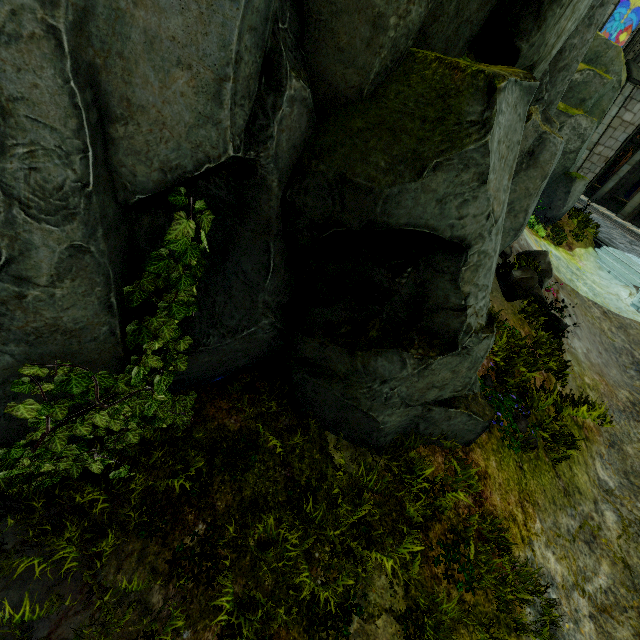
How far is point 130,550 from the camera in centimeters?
343cm

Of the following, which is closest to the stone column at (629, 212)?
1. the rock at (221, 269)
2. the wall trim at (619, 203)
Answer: the wall trim at (619, 203)

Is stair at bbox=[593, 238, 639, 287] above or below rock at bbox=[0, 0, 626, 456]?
below

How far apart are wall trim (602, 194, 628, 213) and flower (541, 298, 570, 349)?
19.5 meters

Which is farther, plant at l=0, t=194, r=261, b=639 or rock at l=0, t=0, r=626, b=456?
plant at l=0, t=194, r=261, b=639

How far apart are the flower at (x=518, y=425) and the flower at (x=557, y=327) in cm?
288

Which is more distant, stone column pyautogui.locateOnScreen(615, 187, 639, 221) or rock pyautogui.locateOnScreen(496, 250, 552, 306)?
stone column pyautogui.locateOnScreen(615, 187, 639, 221)

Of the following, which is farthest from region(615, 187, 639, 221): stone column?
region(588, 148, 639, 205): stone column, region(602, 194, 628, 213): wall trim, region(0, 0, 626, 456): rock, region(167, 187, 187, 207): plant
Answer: region(167, 187, 187, 207): plant
